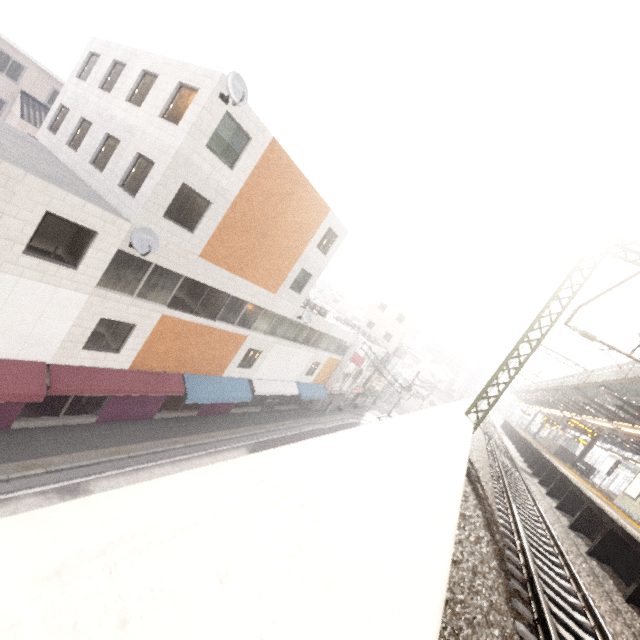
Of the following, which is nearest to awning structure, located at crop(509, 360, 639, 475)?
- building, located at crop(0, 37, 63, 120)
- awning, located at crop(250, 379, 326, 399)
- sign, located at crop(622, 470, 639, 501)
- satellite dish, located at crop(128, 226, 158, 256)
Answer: sign, located at crop(622, 470, 639, 501)

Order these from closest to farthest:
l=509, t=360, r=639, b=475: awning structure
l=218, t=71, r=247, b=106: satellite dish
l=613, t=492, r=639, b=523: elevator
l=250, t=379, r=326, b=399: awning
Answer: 1. l=218, t=71, r=247, b=106: satellite dish
2. l=613, t=492, r=639, b=523: elevator
3. l=509, t=360, r=639, b=475: awning structure
4. l=250, t=379, r=326, b=399: awning

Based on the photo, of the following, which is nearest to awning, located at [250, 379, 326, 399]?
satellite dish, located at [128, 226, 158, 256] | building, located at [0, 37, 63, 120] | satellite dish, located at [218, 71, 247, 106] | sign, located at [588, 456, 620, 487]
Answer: satellite dish, located at [128, 226, 158, 256]

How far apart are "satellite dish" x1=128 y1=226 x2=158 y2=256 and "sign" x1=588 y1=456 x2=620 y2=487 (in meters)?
26.74

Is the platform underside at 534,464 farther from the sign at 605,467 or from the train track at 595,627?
the sign at 605,467

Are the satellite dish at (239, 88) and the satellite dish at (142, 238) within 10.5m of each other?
yes

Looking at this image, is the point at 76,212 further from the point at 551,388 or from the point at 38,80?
the point at 551,388

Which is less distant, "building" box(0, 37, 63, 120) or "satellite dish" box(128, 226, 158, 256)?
"satellite dish" box(128, 226, 158, 256)
